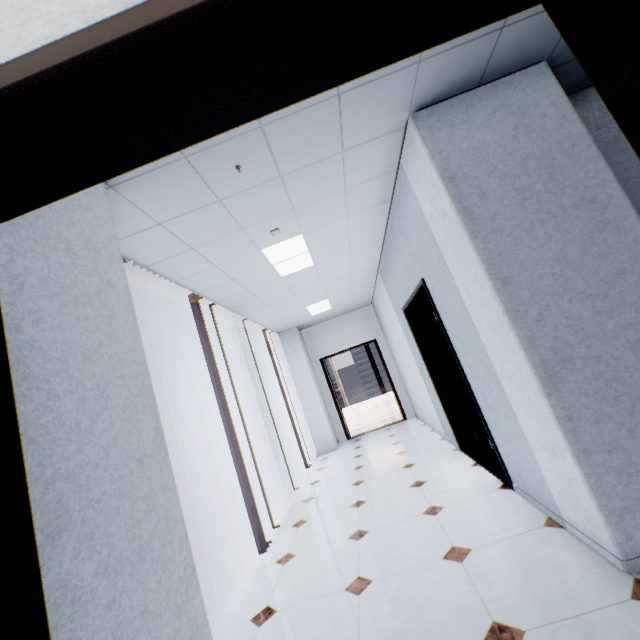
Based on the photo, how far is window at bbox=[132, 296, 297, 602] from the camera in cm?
383

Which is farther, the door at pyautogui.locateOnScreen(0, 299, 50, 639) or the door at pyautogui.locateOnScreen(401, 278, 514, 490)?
the door at pyautogui.locateOnScreen(401, 278, 514, 490)

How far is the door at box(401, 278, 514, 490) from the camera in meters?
3.1

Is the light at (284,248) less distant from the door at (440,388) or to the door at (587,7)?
the door at (440,388)

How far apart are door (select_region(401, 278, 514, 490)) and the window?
2.92m

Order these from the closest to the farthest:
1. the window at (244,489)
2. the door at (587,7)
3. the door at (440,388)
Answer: the door at (587,7) < the door at (440,388) < the window at (244,489)

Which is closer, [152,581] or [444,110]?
[152,581]

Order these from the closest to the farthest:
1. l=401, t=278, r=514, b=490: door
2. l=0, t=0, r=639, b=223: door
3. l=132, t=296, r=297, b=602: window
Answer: l=0, t=0, r=639, b=223: door
l=401, t=278, r=514, b=490: door
l=132, t=296, r=297, b=602: window
